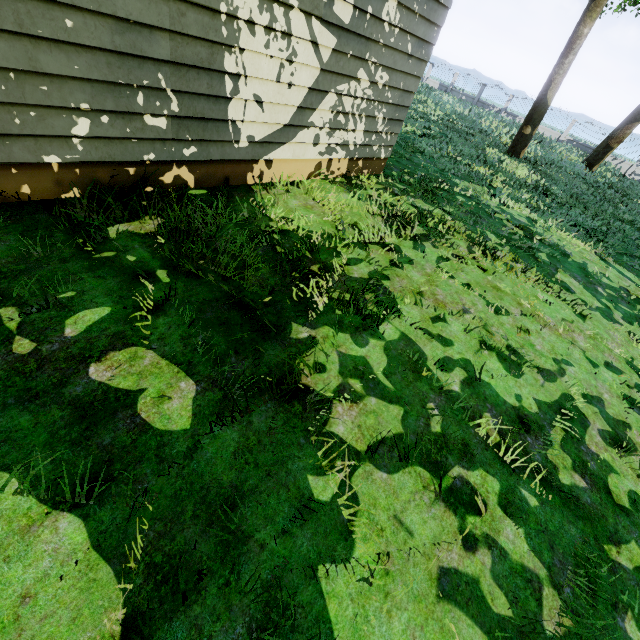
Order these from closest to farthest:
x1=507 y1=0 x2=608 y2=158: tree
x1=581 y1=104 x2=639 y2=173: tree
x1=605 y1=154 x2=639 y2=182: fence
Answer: x1=507 y1=0 x2=608 y2=158: tree
x1=581 y1=104 x2=639 y2=173: tree
x1=605 y1=154 x2=639 y2=182: fence

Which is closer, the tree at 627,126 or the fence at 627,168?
the tree at 627,126

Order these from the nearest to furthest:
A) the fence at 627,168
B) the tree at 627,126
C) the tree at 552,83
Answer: the tree at 552,83, the tree at 627,126, the fence at 627,168

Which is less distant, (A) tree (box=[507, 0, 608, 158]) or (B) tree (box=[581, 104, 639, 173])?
(A) tree (box=[507, 0, 608, 158])

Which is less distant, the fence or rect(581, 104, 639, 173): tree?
rect(581, 104, 639, 173): tree

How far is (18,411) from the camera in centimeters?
189cm

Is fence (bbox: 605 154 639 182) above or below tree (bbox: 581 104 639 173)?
below
